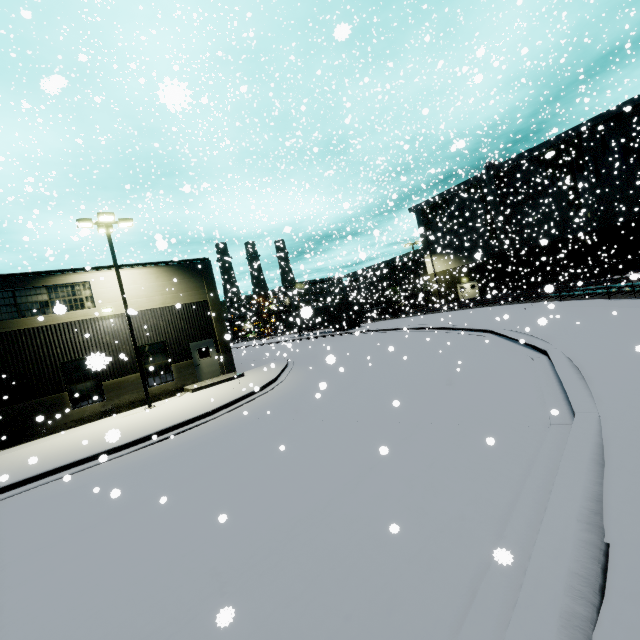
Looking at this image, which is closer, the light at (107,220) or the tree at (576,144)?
the light at (107,220)

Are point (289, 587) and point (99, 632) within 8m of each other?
yes

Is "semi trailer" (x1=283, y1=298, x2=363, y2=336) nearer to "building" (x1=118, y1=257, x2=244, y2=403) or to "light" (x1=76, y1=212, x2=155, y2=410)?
"building" (x1=118, y1=257, x2=244, y2=403)

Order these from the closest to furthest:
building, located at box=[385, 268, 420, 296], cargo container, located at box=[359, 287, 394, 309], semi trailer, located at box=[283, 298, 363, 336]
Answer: semi trailer, located at box=[283, 298, 363, 336], cargo container, located at box=[359, 287, 394, 309], building, located at box=[385, 268, 420, 296]

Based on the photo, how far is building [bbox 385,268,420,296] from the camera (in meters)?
49.97

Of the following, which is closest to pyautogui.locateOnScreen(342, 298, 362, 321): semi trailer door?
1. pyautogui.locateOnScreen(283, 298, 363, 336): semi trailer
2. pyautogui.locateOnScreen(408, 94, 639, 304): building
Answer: pyautogui.locateOnScreen(283, 298, 363, 336): semi trailer

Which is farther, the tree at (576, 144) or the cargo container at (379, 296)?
the cargo container at (379, 296)

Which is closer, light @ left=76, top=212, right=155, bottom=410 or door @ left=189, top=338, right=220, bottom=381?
light @ left=76, top=212, right=155, bottom=410
